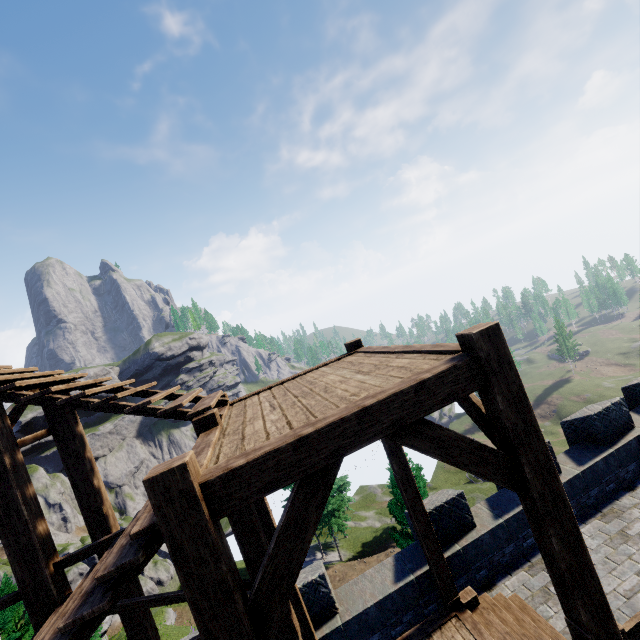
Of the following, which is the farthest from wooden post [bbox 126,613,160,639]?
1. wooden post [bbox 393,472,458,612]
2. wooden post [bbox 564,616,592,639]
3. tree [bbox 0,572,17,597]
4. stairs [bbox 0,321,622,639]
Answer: tree [bbox 0,572,17,597]

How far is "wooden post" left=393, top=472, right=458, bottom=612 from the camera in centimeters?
670cm

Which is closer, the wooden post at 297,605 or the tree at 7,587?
the wooden post at 297,605

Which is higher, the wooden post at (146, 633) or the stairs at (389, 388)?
the stairs at (389, 388)

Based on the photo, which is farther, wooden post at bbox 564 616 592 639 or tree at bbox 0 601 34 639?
tree at bbox 0 601 34 639

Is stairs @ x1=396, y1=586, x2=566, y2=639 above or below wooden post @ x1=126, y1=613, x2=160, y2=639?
below

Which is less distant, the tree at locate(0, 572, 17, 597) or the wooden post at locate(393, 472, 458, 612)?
the wooden post at locate(393, 472, 458, 612)

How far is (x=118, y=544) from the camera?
2.88m
